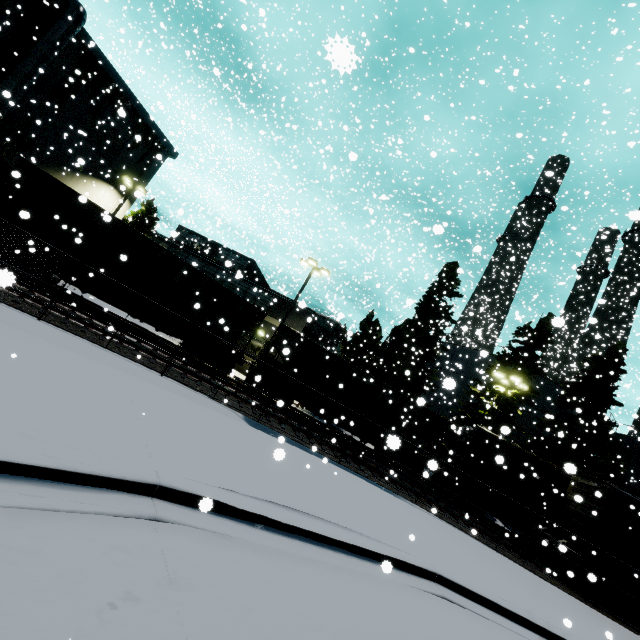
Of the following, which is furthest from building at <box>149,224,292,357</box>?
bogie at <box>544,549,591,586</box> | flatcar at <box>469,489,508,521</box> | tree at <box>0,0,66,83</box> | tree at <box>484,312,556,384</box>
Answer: flatcar at <box>469,489,508,521</box>

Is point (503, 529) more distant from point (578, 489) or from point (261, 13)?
point (261, 13)

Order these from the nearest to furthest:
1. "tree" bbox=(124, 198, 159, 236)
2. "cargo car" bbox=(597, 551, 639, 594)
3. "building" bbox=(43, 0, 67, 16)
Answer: "cargo car" bbox=(597, 551, 639, 594) → "building" bbox=(43, 0, 67, 16) → "tree" bbox=(124, 198, 159, 236)

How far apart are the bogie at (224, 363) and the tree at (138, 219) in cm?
1795

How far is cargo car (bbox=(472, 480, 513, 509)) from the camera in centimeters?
1866cm

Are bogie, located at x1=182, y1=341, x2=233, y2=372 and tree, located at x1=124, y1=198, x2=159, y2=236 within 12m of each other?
no

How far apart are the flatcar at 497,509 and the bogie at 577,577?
3.7m

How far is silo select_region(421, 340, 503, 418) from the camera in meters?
23.3 m
